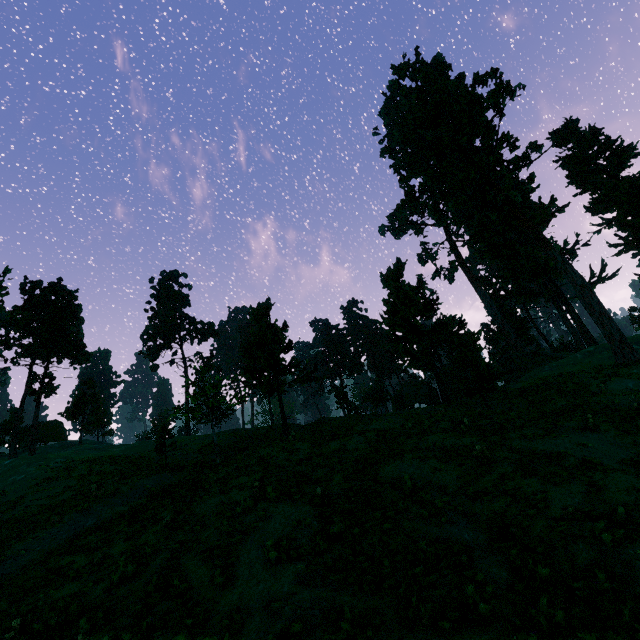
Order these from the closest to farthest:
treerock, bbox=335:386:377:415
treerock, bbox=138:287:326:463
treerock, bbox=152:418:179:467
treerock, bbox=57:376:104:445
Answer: treerock, bbox=138:287:326:463, treerock, bbox=152:418:179:467, treerock, bbox=335:386:377:415, treerock, bbox=57:376:104:445

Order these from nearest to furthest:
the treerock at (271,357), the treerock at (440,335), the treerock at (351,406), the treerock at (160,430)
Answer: the treerock at (271,357) → the treerock at (160,430) → the treerock at (440,335) → the treerock at (351,406)

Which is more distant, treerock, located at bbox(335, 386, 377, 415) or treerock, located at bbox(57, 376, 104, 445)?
treerock, located at bbox(57, 376, 104, 445)

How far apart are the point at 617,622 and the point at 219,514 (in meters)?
11.88

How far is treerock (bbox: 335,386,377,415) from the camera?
37.58m

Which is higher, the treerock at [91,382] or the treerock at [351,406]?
the treerock at [91,382]
